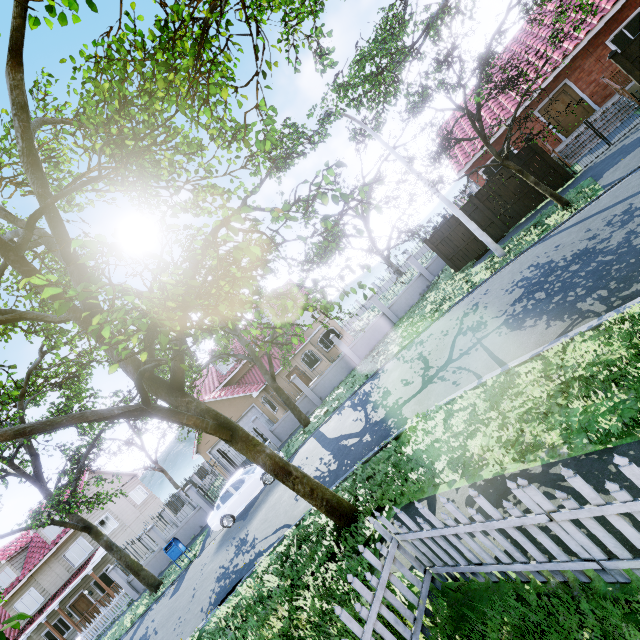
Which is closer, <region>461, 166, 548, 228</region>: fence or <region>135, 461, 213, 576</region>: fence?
<region>461, 166, 548, 228</region>: fence

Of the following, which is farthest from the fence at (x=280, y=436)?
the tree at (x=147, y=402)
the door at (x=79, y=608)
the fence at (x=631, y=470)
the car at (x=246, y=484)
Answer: the door at (x=79, y=608)

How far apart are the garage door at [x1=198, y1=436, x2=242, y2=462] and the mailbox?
7.8m

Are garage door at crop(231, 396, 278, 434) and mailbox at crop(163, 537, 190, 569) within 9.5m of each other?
yes

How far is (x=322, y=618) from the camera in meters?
5.0 m

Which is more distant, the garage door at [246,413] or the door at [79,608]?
the garage door at [246,413]

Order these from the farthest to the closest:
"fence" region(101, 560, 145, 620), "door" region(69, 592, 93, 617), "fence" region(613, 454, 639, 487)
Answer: "door" region(69, 592, 93, 617) → "fence" region(101, 560, 145, 620) → "fence" region(613, 454, 639, 487)

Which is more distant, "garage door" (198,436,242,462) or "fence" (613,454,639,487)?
"garage door" (198,436,242,462)
